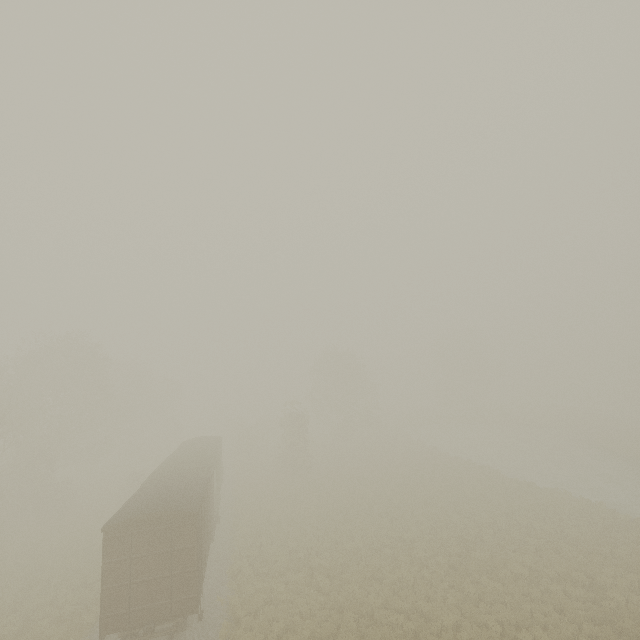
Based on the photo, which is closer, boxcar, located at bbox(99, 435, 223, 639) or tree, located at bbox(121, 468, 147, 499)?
boxcar, located at bbox(99, 435, 223, 639)

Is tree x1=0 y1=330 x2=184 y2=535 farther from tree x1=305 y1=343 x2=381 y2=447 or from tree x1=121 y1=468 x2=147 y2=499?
tree x1=305 y1=343 x2=381 y2=447

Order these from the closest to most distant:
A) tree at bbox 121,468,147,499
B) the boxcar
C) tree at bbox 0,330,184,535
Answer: the boxcar → tree at bbox 0,330,184,535 → tree at bbox 121,468,147,499

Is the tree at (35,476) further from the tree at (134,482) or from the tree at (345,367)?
the tree at (345,367)

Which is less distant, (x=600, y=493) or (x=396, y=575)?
(x=396, y=575)

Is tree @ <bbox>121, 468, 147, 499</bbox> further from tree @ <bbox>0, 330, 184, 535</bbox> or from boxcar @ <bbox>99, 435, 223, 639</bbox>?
boxcar @ <bbox>99, 435, 223, 639</bbox>

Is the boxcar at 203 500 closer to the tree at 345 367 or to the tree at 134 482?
the tree at 134 482

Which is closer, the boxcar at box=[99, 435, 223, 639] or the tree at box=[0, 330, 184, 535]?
the boxcar at box=[99, 435, 223, 639]
